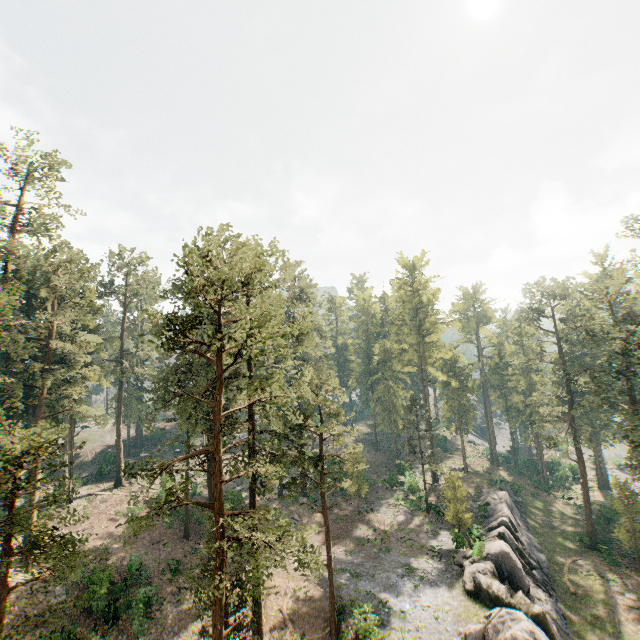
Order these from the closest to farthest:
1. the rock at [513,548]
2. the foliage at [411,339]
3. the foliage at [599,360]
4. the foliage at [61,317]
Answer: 1. the foliage at [61,317]
2. the rock at [513,548]
3. the foliage at [599,360]
4. the foliage at [411,339]

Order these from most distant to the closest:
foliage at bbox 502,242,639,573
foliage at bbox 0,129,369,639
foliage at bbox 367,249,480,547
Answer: foliage at bbox 367,249,480,547
foliage at bbox 502,242,639,573
foliage at bbox 0,129,369,639

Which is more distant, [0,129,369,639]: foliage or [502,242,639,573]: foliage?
[502,242,639,573]: foliage

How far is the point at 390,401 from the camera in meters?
55.5 m

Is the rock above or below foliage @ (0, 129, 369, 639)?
below

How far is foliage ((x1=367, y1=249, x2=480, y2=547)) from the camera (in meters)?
39.25

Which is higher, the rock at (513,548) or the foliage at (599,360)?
the foliage at (599,360)

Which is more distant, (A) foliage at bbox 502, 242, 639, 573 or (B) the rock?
(A) foliage at bbox 502, 242, 639, 573
